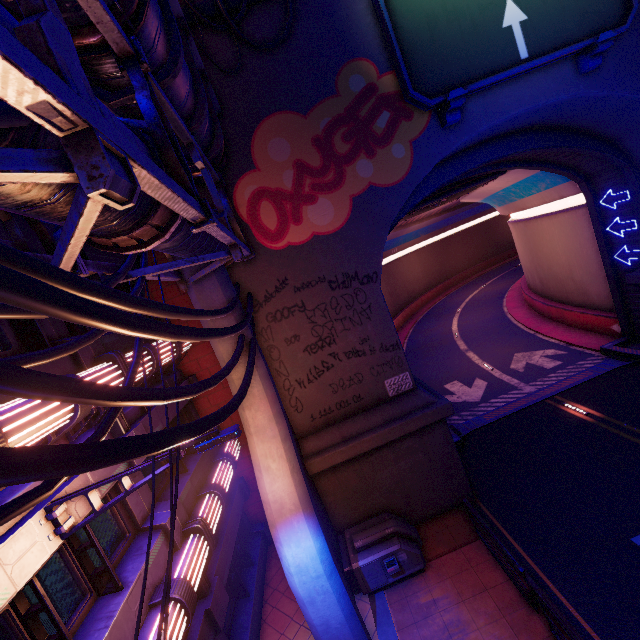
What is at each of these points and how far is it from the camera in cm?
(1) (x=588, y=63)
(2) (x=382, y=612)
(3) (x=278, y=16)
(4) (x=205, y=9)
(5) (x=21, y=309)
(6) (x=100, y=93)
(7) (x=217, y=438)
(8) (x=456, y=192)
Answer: (1) sign, 1027
(2) beam, 905
(3) wall arch, 966
(4) wall arch, 930
(5) cable, 293
(6) walkway, 504
(7) street light, 512
(8) vent, 1641

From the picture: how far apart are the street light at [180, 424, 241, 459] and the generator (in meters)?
7.01

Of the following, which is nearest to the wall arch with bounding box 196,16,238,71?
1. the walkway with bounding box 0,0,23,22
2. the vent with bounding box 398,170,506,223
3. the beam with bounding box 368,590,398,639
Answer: the walkway with bounding box 0,0,23,22

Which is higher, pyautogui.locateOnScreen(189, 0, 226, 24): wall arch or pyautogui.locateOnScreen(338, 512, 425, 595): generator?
pyautogui.locateOnScreen(189, 0, 226, 24): wall arch

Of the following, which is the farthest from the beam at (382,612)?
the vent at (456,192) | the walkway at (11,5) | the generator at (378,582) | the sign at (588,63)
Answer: the vent at (456,192)

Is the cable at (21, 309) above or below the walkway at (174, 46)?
below

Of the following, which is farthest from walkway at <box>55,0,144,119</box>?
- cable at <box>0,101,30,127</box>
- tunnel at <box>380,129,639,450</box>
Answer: tunnel at <box>380,129,639,450</box>
